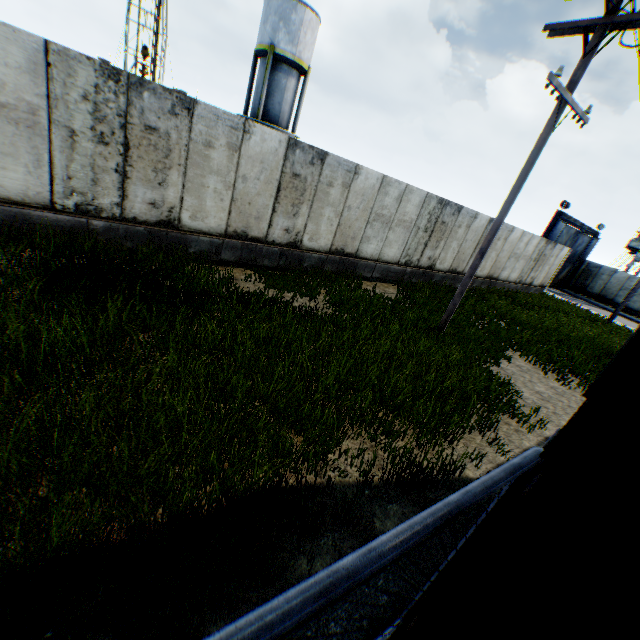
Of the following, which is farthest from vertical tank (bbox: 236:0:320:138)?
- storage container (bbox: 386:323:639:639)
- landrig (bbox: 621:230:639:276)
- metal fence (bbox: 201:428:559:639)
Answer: landrig (bbox: 621:230:639:276)

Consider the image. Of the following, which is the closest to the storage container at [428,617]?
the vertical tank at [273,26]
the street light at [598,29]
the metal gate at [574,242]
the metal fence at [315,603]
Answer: the metal fence at [315,603]

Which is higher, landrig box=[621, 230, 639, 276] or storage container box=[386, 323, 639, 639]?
landrig box=[621, 230, 639, 276]

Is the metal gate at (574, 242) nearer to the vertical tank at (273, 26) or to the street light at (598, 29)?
the vertical tank at (273, 26)

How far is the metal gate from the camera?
26.36m

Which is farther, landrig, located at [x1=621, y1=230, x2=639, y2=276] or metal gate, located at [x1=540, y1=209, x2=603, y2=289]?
landrig, located at [x1=621, y1=230, x2=639, y2=276]

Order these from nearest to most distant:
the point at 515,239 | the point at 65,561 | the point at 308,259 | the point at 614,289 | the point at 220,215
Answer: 1. the point at 65,561
2. the point at 220,215
3. the point at 308,259
4. the point at 515,239
5. the point at 614,289

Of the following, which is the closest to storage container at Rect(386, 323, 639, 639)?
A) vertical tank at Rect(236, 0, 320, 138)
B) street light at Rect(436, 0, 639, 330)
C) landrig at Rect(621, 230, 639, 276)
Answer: street light at Rect(436, 0, 639, 330)
